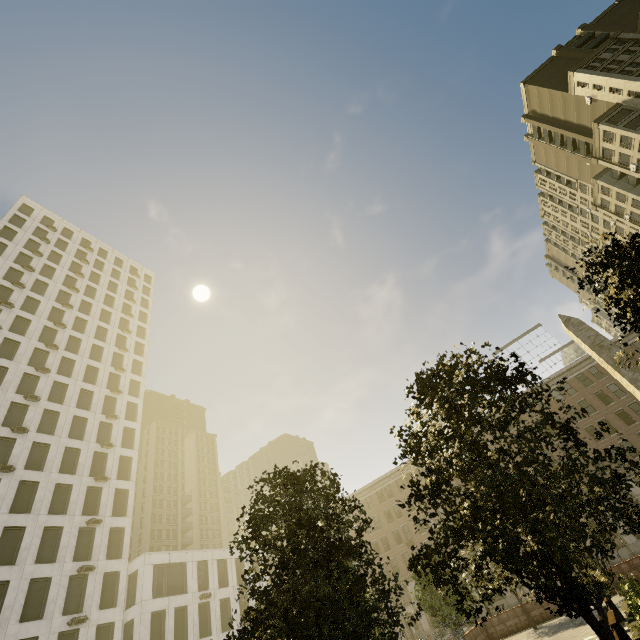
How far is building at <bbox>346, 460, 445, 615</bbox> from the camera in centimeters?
4679cm

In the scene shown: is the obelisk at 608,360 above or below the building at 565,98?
below

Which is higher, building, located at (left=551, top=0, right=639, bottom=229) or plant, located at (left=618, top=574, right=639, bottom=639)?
building, located at (left=551, top=0, right=639, bottom=229)

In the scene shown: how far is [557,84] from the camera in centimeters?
5978cm

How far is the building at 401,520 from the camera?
46.79m

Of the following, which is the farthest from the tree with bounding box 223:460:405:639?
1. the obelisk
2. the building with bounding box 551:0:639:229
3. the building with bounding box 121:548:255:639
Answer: the building with bounding box 121:548:255:639

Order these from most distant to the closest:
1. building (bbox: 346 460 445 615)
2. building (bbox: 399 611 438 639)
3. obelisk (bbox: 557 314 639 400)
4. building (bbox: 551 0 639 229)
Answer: building (bbox: 551 0 639 229)
building (bbox: 346 460 445 615)
building (bbox: 399 611 438 639)
obelisk (bbox: 557 314 639 400)
